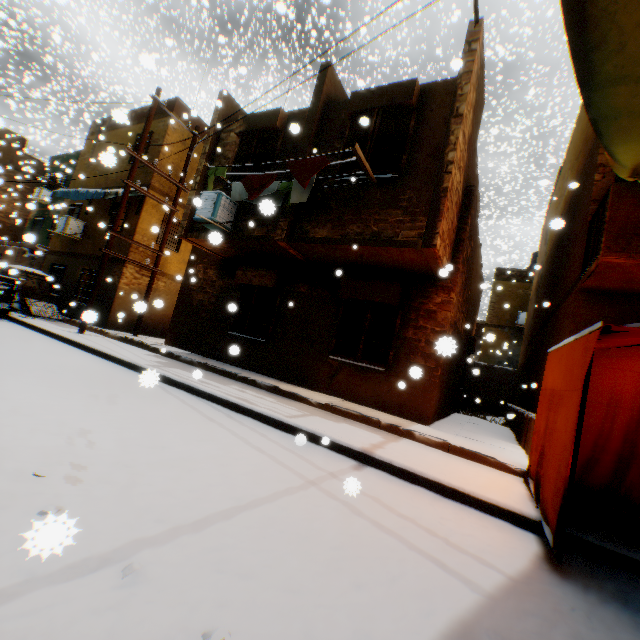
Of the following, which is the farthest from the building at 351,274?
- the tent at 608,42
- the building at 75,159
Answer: the building at 75,159

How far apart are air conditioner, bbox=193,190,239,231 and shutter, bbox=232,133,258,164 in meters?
0.6 m

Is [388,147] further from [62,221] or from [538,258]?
[62,221]

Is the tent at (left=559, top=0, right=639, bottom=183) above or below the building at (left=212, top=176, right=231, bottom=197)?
below

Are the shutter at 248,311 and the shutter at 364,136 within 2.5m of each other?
no

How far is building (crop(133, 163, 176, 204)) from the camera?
13.0 meters

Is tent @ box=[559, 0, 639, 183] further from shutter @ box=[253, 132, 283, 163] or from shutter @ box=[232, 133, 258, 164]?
shutter @ box=[232, 133, 258, 164]

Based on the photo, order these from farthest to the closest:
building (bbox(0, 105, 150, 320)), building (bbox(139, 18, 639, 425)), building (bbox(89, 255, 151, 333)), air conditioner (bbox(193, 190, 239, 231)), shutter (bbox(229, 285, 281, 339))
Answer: building (bbox(0, 105, 150, 320)) < building (bbox(89, 255, 151, 333)) < shutter (bbox(229, 285, 281, 339)) < air conditioner (bbox(193, 190, 239, 231)) < building (bbox(139, 18, 639, 425))
